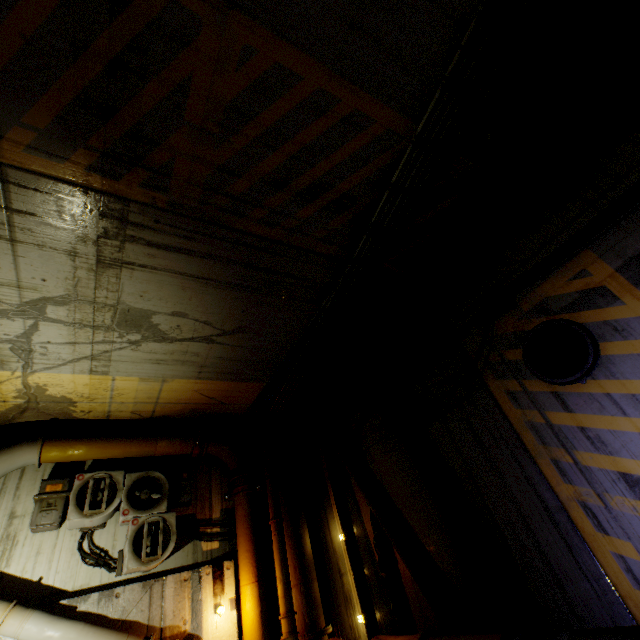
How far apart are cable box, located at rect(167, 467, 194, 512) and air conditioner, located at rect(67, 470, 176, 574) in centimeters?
18cm

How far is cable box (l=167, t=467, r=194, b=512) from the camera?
6.8 meters

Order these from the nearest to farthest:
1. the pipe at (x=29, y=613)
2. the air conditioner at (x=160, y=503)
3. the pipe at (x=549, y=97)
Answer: the pipe at (x=549, y=97) < the pipe at (x=29, y=613) < the air conditioner at (x=160, y=503)

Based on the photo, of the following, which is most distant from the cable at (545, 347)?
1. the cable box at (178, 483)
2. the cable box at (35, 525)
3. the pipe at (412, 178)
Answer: the cable box at (35, 525)

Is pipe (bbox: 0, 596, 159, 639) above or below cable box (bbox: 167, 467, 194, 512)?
below

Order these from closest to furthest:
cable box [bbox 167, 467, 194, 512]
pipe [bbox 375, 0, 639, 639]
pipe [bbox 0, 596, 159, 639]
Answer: pipe [bbox 375, 0, 639, 639], pipe [bbox 0, 596, 159, 639], cable box [bbox 167, 467, 194, 512]

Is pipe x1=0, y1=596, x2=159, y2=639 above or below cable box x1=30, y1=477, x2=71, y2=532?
below

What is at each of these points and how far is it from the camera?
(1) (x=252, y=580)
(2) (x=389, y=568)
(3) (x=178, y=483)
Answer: (1) pipe, 6.3m
(2) cable, 5.7m
(3) cable box, 7.0m
